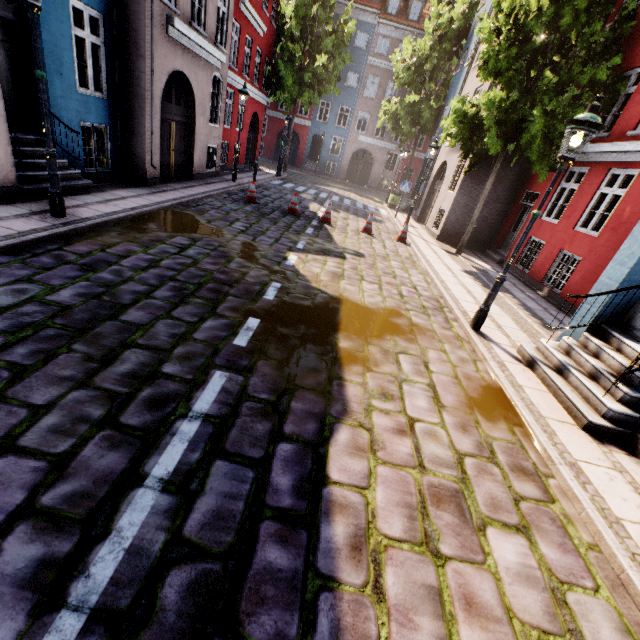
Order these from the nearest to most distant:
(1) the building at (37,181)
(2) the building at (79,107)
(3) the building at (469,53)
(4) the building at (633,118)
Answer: (4) the building at (633,118), (1) the building at (37,181), (2) the building at (79,107), (3) the building at (469,53)

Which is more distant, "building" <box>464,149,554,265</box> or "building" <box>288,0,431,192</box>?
"building" <box>288,0,431,192</box>

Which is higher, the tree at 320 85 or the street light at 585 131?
the tree at 320 85

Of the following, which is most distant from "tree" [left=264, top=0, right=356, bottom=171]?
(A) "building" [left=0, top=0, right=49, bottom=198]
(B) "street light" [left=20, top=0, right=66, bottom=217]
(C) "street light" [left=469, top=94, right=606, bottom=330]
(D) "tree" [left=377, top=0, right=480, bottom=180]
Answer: (C) "street light" [left=469, top=94, right=606, bottom=330]

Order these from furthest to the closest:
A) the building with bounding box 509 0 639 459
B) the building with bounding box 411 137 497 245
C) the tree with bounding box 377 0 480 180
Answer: the tree with bounding box 377 0 480 180 → the building with bounding box 411 137 497 245 → the building with bounding box 509 0 639 459

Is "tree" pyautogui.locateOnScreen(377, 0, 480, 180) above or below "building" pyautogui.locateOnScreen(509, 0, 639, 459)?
above

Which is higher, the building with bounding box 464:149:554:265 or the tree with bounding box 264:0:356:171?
the tree with bounding box 264:0:356:171

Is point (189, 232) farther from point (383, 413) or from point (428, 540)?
point (428, 540)
